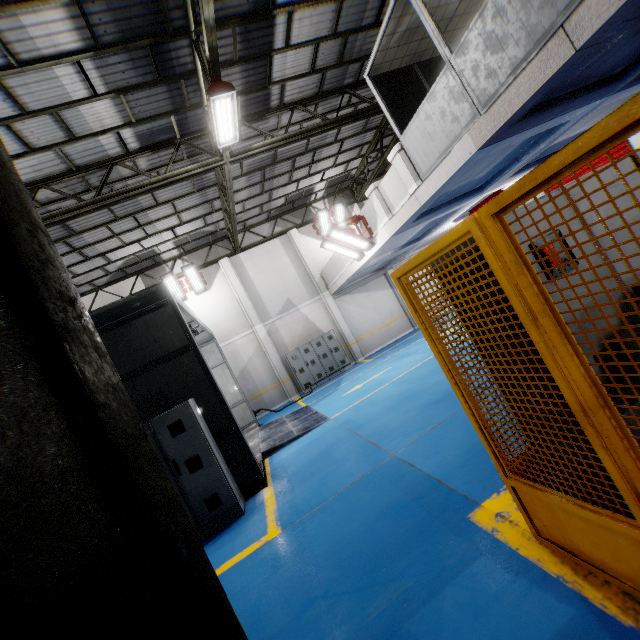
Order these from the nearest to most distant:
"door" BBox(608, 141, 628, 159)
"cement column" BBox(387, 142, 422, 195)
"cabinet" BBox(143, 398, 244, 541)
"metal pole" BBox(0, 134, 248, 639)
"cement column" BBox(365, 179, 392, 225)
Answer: "metal pole" BBox(0, 134, 248, 639) < "cabinet" BBox(143, 398, 244, 541) < "cement column" BBox(387, 142, 422, 195) < "cement column" BBox(365, 179, 392, 225) < "door" BBox(608, 141, 628, 159)

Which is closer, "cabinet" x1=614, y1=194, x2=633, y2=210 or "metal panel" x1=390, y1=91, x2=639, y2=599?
"metal panel" x1=390, y1=91, x2=639, y2=599

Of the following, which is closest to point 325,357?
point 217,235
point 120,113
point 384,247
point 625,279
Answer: point 384,247

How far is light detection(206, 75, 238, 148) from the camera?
6.82m

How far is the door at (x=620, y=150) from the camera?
13.27m

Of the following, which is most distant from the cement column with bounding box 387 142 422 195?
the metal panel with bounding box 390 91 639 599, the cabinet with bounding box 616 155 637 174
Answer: the cabinet with bounding box 616 155 637 174

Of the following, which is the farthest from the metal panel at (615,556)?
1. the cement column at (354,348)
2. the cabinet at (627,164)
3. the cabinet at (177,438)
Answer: the cement column at (354,348)

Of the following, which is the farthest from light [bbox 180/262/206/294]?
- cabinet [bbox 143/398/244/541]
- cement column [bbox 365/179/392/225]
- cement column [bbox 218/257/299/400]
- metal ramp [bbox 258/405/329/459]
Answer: cabinet [bbox 143/398/244/541]
